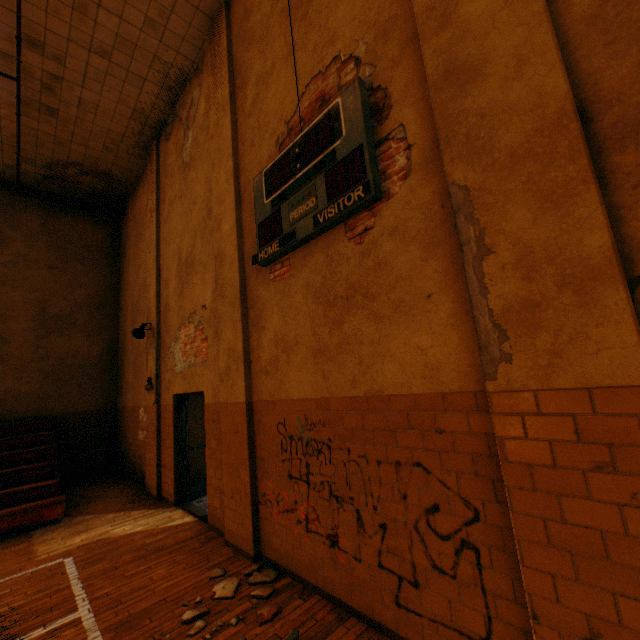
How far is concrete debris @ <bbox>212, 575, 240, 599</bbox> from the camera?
3.43m

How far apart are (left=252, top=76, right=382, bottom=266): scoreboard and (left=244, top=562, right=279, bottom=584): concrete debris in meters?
3.7

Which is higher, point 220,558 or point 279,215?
point 279,215

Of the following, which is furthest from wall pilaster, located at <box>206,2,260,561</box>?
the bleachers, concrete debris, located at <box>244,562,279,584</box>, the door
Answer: the bleachers

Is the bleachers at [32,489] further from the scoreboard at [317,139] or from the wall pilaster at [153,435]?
the scoreboard at [317,139]

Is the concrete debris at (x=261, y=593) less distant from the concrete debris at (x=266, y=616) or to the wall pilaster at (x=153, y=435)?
the concrete debris at (x=266, y=616)

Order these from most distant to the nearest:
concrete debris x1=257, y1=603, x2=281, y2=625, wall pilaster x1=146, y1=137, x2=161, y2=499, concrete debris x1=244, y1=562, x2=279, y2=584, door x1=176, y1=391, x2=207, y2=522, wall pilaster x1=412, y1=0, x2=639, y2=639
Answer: wall pilaster x1=146, y1=137, x2=161, y2=499
door x1=176, y1=391, x2=207, y2=522
concrete debris x1=244, y1=562, x2=279, y2=584
concrete debris x1=257, y1=603, x2=281, y2=625
wall pilaster x1=412, y1=0, x2=639, y2=639
